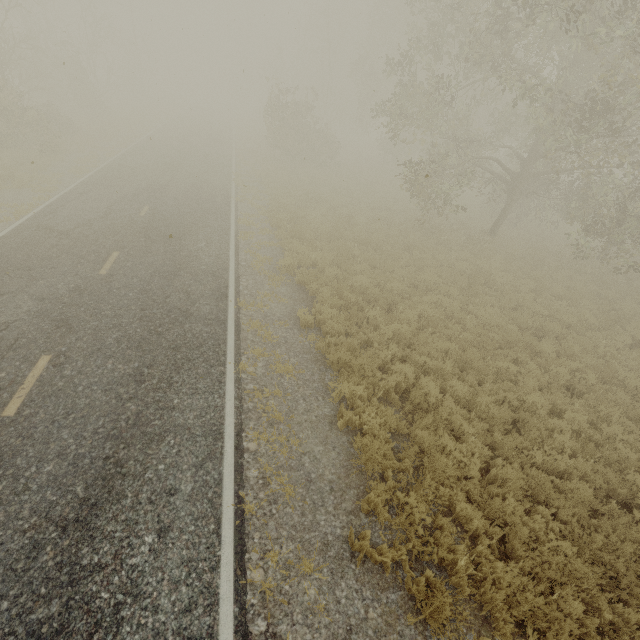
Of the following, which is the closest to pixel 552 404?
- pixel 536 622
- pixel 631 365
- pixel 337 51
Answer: pixel 631 365

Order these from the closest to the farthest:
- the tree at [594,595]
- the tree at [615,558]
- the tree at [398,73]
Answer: the tree at [594,595] < the tree at [615,558] < the tree at [398,73]

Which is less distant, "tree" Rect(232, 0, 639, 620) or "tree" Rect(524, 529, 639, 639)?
"tree" Rect(524, 529, 639, 639)

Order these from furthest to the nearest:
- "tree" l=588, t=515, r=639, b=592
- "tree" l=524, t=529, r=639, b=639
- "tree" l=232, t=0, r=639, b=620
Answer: "tree" l=232, t=0, r=639, b=620
"tree" l=588, t=515, r=639, b=592
"tree" l=524, t=529, r=639, b=639

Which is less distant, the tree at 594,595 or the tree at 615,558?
the tree at 594,595
